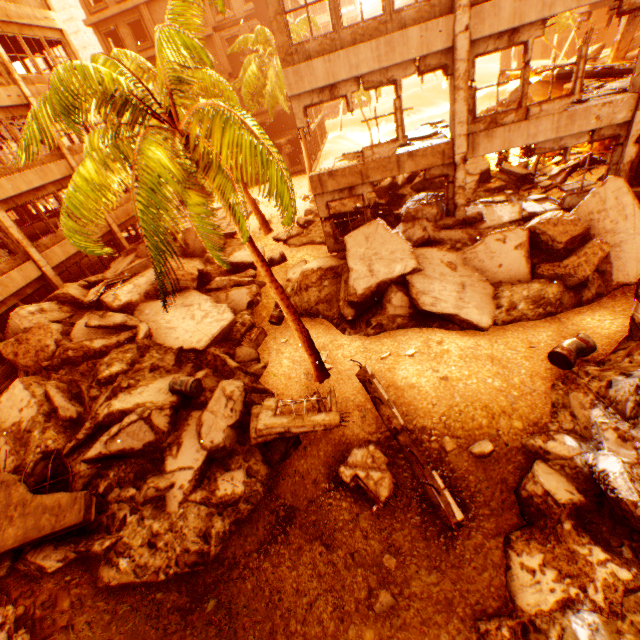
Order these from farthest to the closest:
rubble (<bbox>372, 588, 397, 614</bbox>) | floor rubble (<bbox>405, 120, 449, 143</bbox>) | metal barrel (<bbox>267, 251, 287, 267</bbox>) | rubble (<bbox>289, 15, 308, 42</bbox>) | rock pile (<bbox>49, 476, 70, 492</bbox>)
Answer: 1. rubble (<bbox>289, 15, 308, 42</bbox>)
2. metal barrel (<bbox>267, 251, 287, 267</bbox>)
3. floor rubble (<bbox>405, 120, 449, 143</bbox>)
4. rock pile (<bbox>49, 476, 70, 492</bbox>)
5. rubble (<bbox>372, 588, 397, 614</bbox>)

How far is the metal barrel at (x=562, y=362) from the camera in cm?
726

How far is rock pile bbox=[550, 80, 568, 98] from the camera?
18.7 meters

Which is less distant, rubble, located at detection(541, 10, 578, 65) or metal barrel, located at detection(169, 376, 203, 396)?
metal barrel, located at detection(169, 376, 203, 396)

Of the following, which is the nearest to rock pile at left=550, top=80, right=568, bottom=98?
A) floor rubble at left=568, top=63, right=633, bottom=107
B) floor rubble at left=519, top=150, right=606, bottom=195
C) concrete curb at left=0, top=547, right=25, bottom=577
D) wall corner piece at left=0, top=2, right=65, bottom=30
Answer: floor rubble at left=568, top=63, right=633, bottom=107

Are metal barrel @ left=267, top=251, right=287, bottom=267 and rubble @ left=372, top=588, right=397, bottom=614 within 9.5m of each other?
no

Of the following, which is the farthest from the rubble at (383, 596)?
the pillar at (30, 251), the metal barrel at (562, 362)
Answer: the pillar at (30, 251)

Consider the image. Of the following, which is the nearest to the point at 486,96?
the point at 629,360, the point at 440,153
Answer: the point at 440,153
